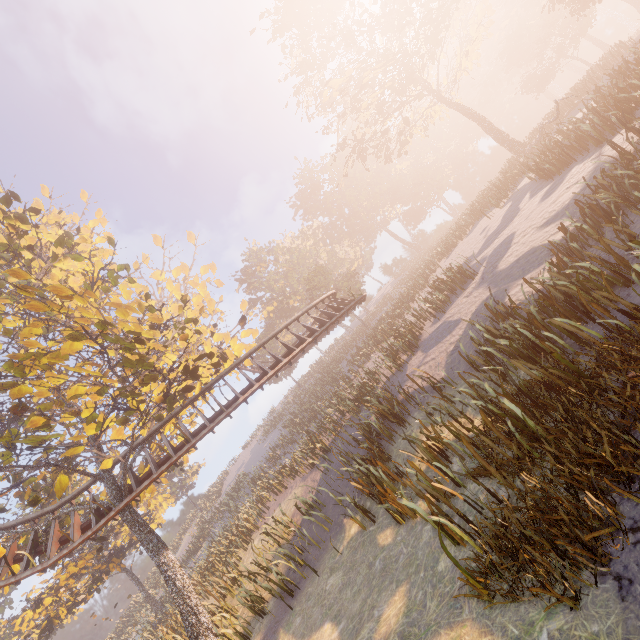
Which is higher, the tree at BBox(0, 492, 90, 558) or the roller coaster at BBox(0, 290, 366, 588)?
the tree at BBox(0, 492, 90, 558)

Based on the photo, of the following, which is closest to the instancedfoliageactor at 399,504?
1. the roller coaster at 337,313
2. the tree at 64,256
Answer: the tree at 64,256

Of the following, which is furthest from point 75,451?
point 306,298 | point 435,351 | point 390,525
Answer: point 306,298

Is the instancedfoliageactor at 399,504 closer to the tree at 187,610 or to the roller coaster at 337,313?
the tree at 187,610

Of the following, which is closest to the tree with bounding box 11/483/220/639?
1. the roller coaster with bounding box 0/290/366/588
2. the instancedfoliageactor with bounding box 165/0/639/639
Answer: the roller coaster with bounding box 0/290/366/588
